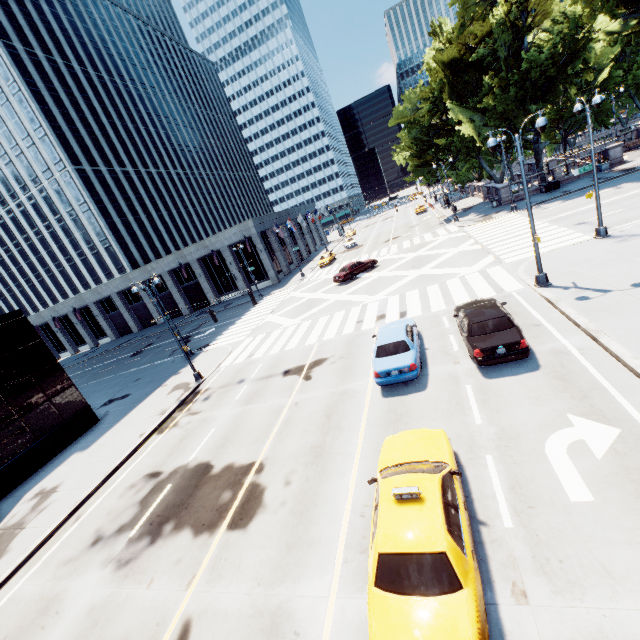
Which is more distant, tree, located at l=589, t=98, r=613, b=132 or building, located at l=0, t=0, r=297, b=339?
tree, located at l=589, t=98, r=613, b=132

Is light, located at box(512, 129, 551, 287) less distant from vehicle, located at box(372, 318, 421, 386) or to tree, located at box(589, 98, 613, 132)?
vehicle, located at box(372, 318, 421, 386)

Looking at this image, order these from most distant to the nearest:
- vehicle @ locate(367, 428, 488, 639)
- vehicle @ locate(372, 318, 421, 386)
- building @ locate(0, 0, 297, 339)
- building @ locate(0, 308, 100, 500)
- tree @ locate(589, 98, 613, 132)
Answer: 1. tree @ locate(589, 98, 613, 132)
2. building @ locate(0, 0, 297, 339)
3. building @ locate(0, 308, 100, 500)
4. vehicle @ locate(372, 318, 421, 386)
5. vehicle @ locate(367, 428, 488, 639)

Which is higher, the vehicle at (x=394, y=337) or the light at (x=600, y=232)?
the vehicle at (x=394, y=337)

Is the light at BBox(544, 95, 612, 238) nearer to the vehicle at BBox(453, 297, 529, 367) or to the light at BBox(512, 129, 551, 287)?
the light at BBox(512, 129, 551, 287)

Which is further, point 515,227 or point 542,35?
point 542,35

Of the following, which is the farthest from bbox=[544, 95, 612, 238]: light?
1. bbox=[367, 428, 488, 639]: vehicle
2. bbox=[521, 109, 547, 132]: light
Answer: bbox=[367, 428, 488, 639]: vehicle

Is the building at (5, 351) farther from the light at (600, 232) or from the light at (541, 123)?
the light at (600, 232)
